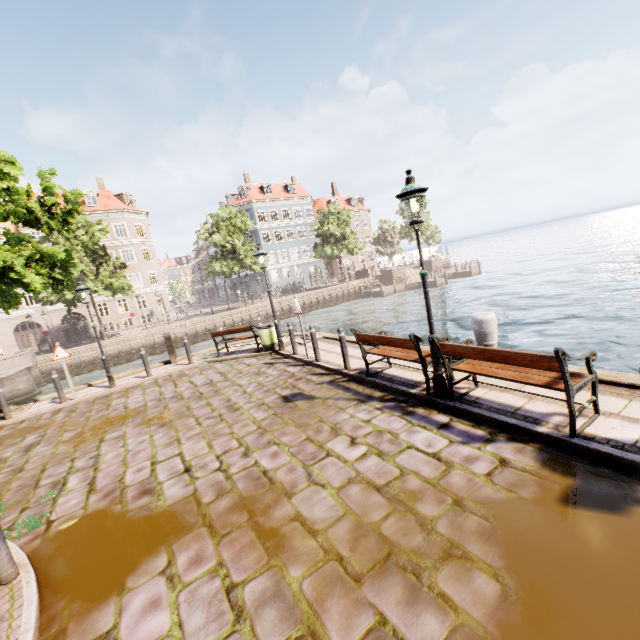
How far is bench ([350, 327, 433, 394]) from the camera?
5.79m

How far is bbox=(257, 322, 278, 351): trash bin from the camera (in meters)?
11.80

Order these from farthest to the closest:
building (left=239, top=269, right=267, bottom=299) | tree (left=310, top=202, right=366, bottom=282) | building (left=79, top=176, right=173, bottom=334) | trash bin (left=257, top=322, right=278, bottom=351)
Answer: building (left=239, top=269, right=267, bottom=299), tree (left=310, top=202, right=366, bottom=282), building (left=79, top=176, right=173, bottom=334), trash bin (left=257, top=322, right=278, bottom=351)

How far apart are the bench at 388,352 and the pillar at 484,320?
0.85m

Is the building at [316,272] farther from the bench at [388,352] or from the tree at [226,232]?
the bench at [388,352]

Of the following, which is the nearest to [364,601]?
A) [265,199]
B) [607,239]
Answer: [265,199]

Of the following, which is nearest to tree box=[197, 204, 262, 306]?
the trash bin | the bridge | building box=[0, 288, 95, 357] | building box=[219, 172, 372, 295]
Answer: the bridge

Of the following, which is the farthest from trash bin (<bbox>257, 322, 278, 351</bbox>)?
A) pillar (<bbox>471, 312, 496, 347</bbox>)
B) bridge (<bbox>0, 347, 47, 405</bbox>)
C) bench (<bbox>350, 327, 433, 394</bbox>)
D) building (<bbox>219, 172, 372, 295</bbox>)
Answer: building (<bbox>219, 172, 372, 295</bbox>)
